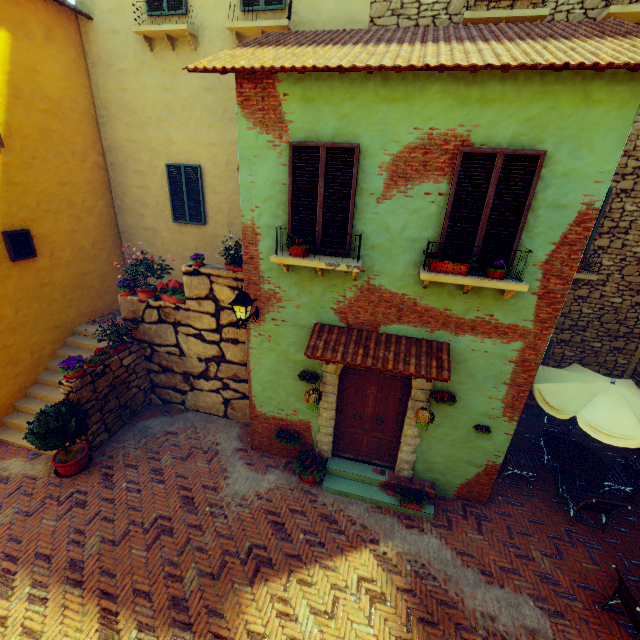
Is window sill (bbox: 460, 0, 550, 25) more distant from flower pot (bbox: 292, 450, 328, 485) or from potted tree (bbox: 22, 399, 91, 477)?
potted tree (bbox: 22, 399, 91, 477)

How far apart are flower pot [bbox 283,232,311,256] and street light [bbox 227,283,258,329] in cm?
103

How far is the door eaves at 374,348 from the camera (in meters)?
5.38

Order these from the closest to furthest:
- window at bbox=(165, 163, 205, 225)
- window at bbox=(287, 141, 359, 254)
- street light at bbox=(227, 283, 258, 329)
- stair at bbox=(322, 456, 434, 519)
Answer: window at bbox=(287, 141, 359, 254) < street light at bbox=(227, 283, 258, 329) < stair at bbox=(322, 456, 434, 519) < window at bbox=(165, 163, 205, 225)

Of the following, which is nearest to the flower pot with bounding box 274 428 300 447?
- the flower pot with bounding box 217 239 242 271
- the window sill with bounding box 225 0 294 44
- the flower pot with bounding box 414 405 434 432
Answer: the flower pot with bounding box 414 405 434 432

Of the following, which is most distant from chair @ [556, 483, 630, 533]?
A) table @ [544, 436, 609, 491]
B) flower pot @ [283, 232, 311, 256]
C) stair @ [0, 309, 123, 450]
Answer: stair @ [0, 309, 123, 450]

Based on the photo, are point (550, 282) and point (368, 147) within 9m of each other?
yes

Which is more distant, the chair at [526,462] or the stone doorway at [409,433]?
the chair at [526,462]
